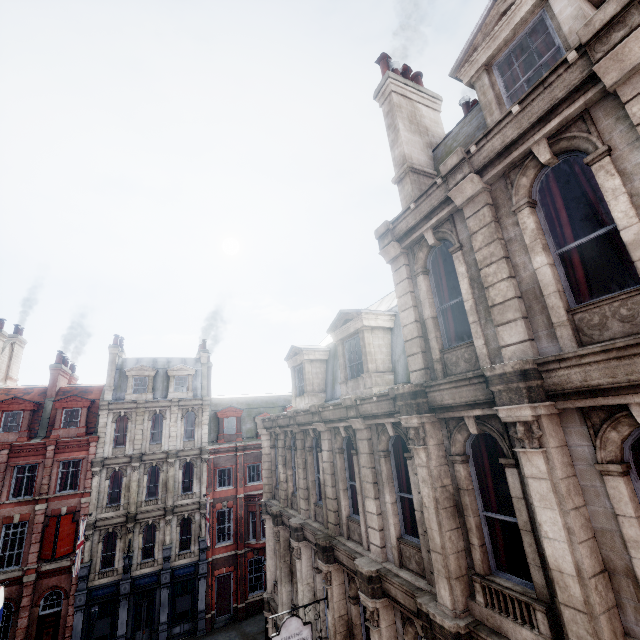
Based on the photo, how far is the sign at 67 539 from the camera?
20.8m

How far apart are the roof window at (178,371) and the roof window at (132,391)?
0.61m

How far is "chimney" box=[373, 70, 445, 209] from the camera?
9.13m

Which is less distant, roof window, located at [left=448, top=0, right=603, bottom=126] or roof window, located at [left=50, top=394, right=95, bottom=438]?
roof window, located at [left=448, top=0, right=603, bottom=126]

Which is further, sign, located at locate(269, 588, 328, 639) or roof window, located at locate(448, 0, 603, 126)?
sign, located at locate(269, 588, 328, 639)

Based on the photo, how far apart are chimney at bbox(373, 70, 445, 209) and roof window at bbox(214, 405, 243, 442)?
25.5m

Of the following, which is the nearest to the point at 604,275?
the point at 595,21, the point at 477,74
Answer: the point at 595,21

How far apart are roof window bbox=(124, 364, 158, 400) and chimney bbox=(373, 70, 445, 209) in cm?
2605
